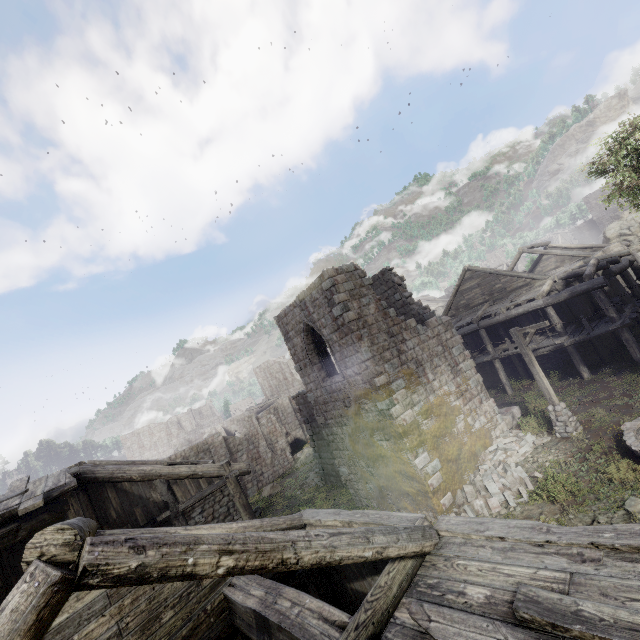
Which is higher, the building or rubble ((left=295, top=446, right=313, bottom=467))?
the building

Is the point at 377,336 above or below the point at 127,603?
above

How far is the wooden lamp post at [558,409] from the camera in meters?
13.1

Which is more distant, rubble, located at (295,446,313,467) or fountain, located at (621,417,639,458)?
rubble, located at (295,446,313,467)

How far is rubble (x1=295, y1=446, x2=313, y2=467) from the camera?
30.20m

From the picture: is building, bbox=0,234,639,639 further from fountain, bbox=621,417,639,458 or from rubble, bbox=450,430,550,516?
fountain, bbox=621,417,639,458

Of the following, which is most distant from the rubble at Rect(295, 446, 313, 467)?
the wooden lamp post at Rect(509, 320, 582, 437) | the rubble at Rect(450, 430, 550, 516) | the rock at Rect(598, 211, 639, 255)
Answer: the rock at Rect(598, 211, 639, 255)

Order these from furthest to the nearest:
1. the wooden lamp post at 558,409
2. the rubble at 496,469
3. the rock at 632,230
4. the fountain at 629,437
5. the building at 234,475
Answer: the rock at 632,230, the wooden lamp post at 558,409, the rubble at 496,469, the fountain at 629,437, the building at 234,475
